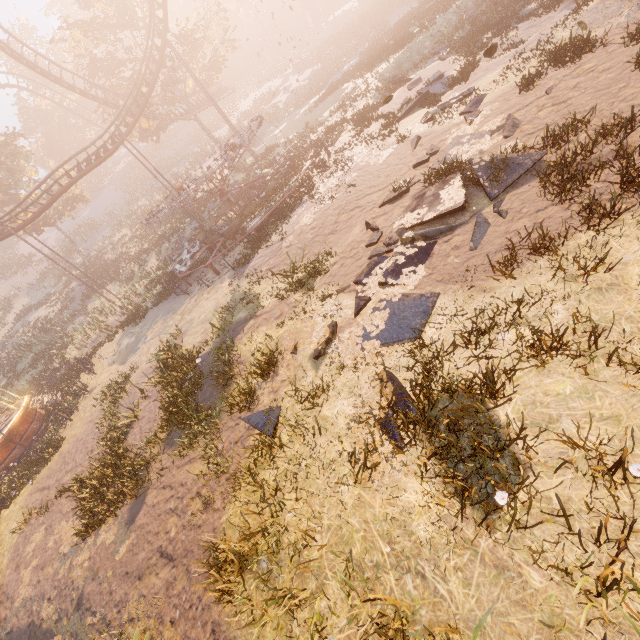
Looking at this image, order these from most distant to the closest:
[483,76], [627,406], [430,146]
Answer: [483,76], [430,146], [627,406]

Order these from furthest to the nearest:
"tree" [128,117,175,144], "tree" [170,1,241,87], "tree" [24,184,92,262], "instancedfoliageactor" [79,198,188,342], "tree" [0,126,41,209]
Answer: "tree" [24,184,92,262]
"tree" [0,126,41,209]
"tree" [128,117,175,144]
"tree" [170,1,241,87]
"instancedfoliageactor" [79,198,188,342]

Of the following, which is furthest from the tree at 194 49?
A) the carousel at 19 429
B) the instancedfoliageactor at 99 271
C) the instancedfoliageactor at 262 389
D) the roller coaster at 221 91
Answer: the instancedfoliageactor at 262 389

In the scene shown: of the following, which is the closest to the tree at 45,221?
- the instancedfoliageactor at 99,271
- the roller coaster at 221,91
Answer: the roller coaster at 221,91

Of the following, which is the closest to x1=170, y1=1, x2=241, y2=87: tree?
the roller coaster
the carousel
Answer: the roller coaster

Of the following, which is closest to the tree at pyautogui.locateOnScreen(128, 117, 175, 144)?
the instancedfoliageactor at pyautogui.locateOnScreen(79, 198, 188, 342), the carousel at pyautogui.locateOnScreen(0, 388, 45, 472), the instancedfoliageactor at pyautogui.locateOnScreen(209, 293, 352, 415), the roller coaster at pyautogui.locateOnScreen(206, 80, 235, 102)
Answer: the roller coaster at pyautogui.locateOnScreen(206, 80, 235, 102)
